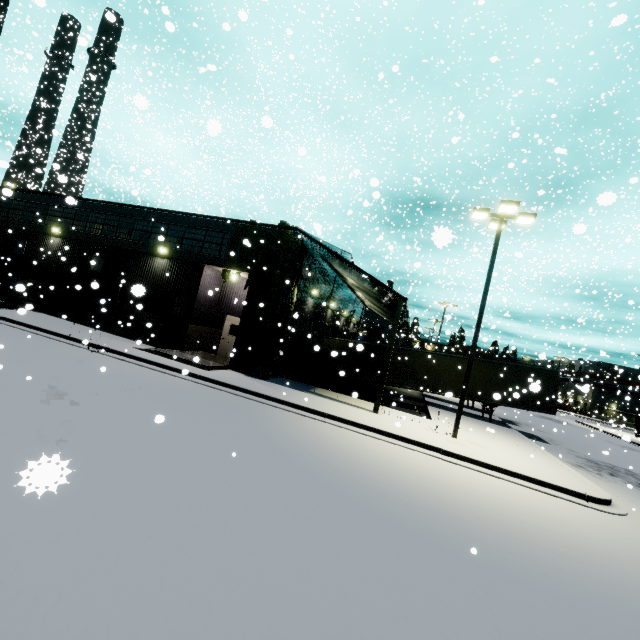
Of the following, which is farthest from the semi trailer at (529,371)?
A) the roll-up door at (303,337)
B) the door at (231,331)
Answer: the door at (231,331)

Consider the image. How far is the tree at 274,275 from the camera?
16.1 meters

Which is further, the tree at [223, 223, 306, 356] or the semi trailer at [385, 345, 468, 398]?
the semi trailer at [385, 345, 468, 398]

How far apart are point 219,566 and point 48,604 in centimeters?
164cm

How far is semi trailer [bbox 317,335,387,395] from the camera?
22.7m

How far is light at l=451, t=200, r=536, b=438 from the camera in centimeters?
1315cm

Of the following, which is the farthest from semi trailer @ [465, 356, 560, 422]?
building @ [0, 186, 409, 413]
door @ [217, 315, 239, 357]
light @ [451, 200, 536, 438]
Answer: door @ [217, 315, 239, 357]
